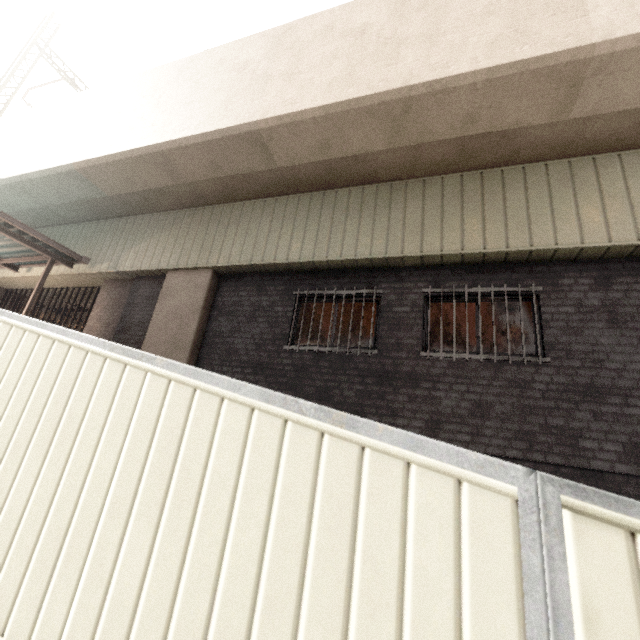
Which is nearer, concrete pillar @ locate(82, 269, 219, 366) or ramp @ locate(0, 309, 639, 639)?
ramp @ locate(0, 309, 639, 639)

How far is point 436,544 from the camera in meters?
0.9

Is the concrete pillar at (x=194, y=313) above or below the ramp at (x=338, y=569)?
above

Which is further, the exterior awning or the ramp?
the exterior awning

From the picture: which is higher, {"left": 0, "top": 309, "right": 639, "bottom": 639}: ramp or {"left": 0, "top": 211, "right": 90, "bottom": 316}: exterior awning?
{"left": 0, "top": 211, "right": 90, "bottom": 316}: exterior awning

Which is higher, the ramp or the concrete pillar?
the concrete pillar

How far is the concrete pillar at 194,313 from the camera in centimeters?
702cm

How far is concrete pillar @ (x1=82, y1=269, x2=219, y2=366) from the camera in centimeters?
702cm
